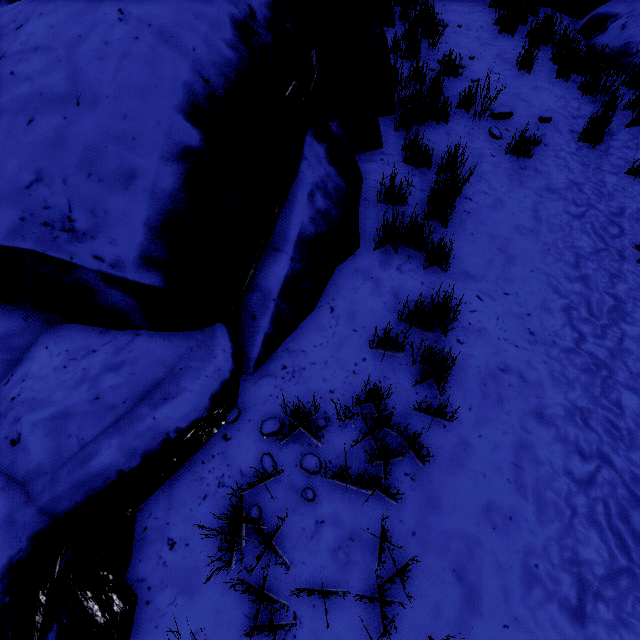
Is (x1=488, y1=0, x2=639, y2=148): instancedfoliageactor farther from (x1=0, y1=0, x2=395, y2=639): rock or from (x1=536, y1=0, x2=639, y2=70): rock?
(x1=0, y1=0, x2=395, y2=639): rock

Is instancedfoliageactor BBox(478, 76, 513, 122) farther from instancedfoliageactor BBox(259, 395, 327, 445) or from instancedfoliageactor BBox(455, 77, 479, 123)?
instancedfoliageactor BBox(259, 395, 327, 445)

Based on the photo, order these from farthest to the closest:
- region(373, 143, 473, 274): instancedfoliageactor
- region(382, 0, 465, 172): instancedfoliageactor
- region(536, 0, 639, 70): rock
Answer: region(536, 0, 639, 70): rock < region(382, 0, 465, 172): instancedfoliageactor < region(373, 143, 473, 274): instancedfoliageactor

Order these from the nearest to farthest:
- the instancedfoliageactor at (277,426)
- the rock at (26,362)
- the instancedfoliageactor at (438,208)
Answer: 1. the rock at (26,362)
2. the instancedfoliageactor at (277,426)
3. the instancedfoliageactor at (438,208)

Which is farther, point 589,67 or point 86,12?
point 589,67

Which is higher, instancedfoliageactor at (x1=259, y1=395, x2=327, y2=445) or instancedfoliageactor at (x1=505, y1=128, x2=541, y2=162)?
instancedfoliageactor at (x1=505, y1=128, x2=541, y2=162)

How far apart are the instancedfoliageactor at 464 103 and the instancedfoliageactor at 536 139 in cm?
14

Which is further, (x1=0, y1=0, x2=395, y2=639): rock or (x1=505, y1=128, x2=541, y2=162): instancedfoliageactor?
(x1=505, y1=128, x2=541, y2=162): instancedfoliageactor
